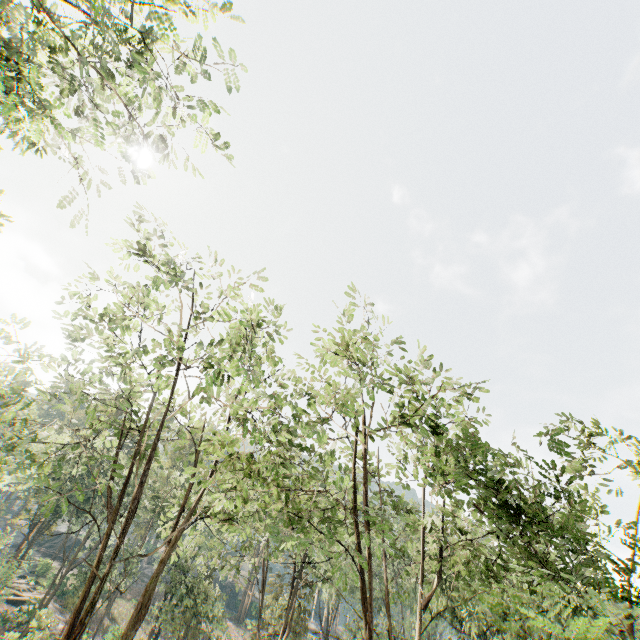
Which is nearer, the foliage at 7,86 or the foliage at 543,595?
the foliage at 7,86

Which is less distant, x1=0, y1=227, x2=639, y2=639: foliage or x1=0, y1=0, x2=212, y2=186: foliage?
x1=0, y1=0, x2=212, y2=186: foliage

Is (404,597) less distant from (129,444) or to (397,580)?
(397,580)
